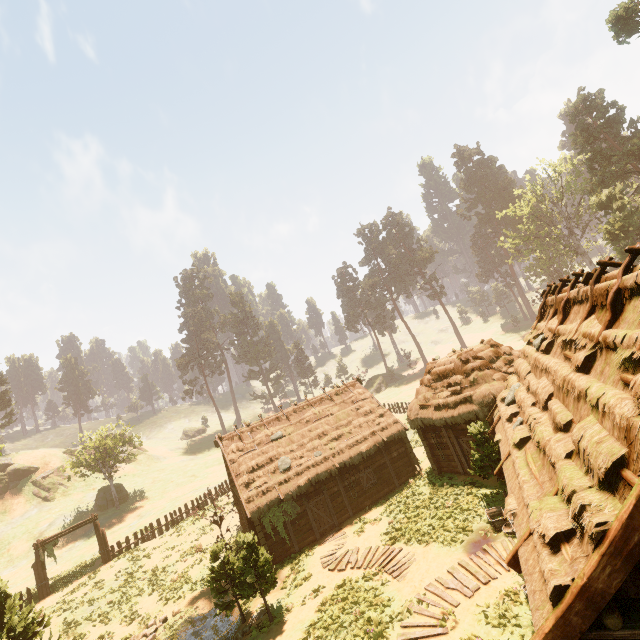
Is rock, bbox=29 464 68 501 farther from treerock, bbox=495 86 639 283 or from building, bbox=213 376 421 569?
building, bbox=213 376 421 569

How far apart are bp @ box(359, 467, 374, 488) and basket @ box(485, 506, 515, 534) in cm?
961

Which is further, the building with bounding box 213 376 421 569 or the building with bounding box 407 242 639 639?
the building with bounding box 213 376 421 569

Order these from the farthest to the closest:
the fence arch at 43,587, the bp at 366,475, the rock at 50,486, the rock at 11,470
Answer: the rock at 50,486 < the rock at 11,470 < the fence arch at 43,587 < the bp at 366,475

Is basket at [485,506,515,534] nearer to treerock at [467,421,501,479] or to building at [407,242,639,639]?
building at [407,242,639,639]

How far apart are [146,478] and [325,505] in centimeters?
4103cm

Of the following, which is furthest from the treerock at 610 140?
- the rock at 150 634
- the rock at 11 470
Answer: the rock at 150 634
